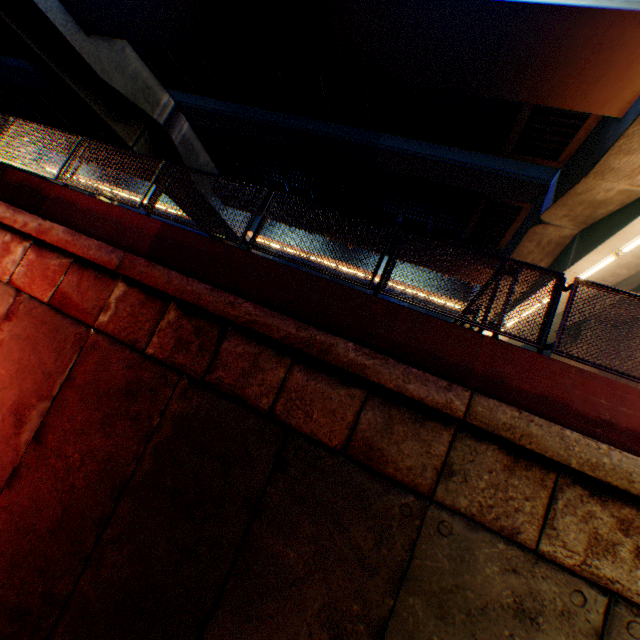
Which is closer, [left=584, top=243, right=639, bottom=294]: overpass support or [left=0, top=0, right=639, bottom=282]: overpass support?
[left=0, top=0, right=639, bottom=282]: overpass support

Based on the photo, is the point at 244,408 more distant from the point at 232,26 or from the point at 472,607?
the point at 232,26

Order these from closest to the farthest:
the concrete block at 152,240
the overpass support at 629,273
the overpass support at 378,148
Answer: the concrete block at 152,240 < the overpass support at 378,148 < the overpass support at 629,273

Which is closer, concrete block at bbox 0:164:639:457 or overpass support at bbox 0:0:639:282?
concrete block at bbox 0:164:639:457

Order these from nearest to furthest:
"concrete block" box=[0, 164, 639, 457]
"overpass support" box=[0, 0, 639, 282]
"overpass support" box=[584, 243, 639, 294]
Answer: "concrete block" box=[0, 164, 639, 457]
"overpass support" box=[0, 0, 639, 282]
"overpass support" box=[584, 243, 639, 294]

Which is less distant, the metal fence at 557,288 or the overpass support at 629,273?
the metal fence at 557,288

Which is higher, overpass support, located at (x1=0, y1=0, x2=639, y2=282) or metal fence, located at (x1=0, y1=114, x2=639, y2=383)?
overpass support, located at (x1=0, y1=0, x2=639, y2=282)
